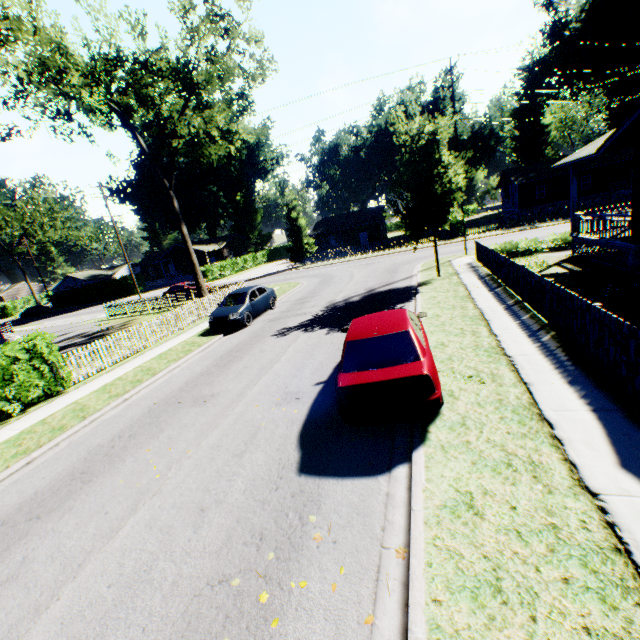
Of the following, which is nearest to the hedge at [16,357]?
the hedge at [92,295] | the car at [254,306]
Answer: the car at [254,306]

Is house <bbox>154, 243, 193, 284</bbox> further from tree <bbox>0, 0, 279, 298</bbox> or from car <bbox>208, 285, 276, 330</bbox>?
car <bbox>208, 285, 276, 330</bbox>

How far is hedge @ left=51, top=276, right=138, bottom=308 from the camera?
49.84m

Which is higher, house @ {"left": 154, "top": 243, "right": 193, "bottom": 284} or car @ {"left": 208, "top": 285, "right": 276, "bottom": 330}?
house @ {"left": 154, "top": 243, "right": 193, "bottom": 284}

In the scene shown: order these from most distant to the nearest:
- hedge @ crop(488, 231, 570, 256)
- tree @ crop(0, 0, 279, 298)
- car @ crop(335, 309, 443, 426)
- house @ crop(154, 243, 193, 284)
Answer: house @ crop(154, 243, 193, 284) < hedge @ crop(488, 231, 570, 256) < tree @ crop(0, 0, 279, 298) < car @ crop(335, 309, 443, 426)

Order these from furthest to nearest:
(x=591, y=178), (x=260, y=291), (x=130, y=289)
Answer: (x=130, y=289), (x=591, y=178), (x=260, y=291)

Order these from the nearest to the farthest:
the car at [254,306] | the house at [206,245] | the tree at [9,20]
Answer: the car at [254,306]
the tree at [9,20]
the house at [206,245]

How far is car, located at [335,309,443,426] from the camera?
5.4 meters
